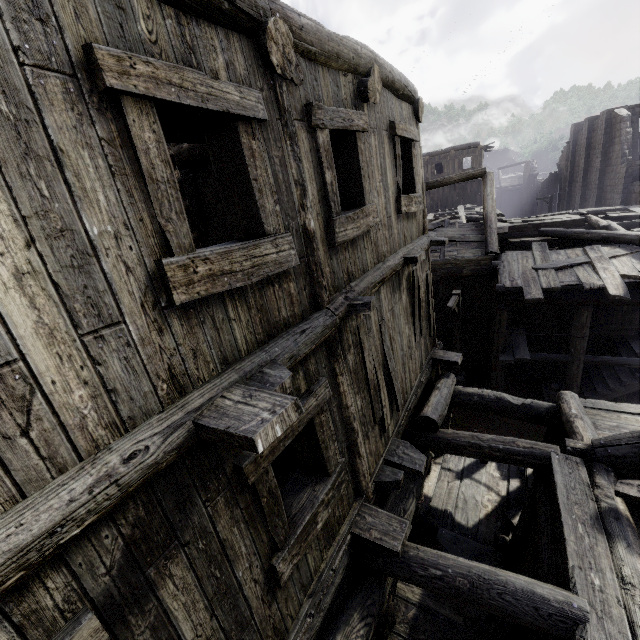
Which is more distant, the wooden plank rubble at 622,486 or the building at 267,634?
the wooden plank rubble at 622,486

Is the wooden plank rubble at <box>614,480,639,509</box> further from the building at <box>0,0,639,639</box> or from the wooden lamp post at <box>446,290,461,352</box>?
the wooden lamp post at <box>446,290,461,352</box>

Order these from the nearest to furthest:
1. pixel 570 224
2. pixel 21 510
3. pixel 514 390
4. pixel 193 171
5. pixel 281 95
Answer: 1. pixel 21 510
2. pixel 281 95
3. pixel 193 171
4. pixel 514 390
5. pixel 570 224

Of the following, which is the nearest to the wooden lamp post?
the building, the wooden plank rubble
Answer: the building

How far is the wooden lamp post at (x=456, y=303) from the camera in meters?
11.4

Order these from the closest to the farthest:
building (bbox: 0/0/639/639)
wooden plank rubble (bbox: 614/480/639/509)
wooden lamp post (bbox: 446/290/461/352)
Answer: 1. building (bbox: 0/0/639/639)
2. wooden plank rubble (bbox: 614/480/639/509)
3. wooden lamp post (bbox: 446/290/461/352)

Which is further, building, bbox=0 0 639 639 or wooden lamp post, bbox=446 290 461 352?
wooden lamp post, bbox=446 290 461 352
